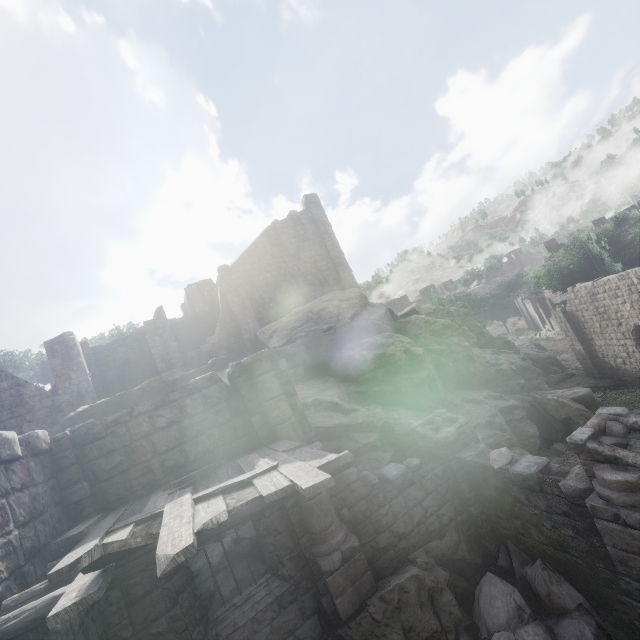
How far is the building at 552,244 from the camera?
37.2 meters

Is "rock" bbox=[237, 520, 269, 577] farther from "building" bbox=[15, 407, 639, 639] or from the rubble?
the rubble

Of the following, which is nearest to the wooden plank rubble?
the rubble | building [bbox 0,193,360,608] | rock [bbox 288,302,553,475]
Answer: building [bbox 0,193,360,608]

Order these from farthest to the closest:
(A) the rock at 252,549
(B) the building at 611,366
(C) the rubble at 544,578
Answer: (B) the building at 611,366
(A) the rock at 252,549
(C) the rubble at 544,578

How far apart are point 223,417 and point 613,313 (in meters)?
22.24

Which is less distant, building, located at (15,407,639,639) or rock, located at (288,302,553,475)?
building, located at (15,407,639,639)

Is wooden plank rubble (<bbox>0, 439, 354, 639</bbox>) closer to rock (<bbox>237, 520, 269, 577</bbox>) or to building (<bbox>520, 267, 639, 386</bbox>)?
building (<bbox>520, 267, 639, 386</bbox>)

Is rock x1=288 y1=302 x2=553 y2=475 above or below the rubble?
above
